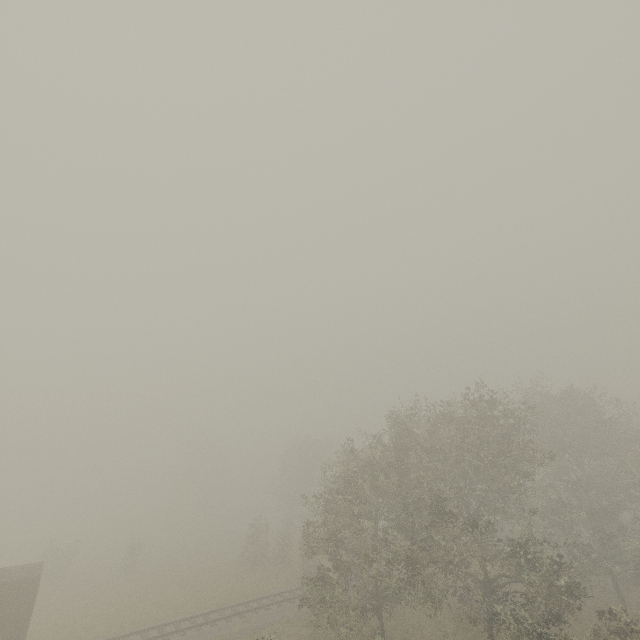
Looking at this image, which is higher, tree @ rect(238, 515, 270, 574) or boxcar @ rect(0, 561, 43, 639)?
boxcar @ rect(0, 561, 43, 639)

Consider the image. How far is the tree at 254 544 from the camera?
34.66m

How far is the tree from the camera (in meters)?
34.66

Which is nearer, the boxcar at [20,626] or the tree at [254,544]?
the boxcar at [20,626]

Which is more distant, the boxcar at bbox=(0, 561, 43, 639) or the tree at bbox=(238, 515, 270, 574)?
the tree at bbox=(238, 515, 270, 574)

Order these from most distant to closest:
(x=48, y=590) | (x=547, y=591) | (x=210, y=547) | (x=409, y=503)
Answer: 1. (x=210, y=547)
2. (x=48, y=590)
3. (x=409, y=503)
4. (x=547, y=591)
